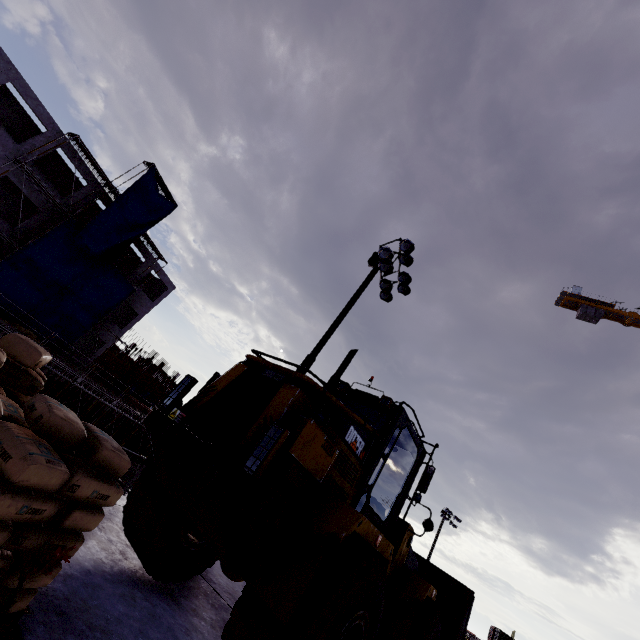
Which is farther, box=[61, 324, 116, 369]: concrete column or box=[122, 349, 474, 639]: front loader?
box=[61, 324, 116, 369]: concrete column

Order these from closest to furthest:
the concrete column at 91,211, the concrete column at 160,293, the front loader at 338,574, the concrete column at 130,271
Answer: the front loader at 338,574 → the concrete column at 91,211 → the concrete column at 130,271 → the concrete column at 160,293

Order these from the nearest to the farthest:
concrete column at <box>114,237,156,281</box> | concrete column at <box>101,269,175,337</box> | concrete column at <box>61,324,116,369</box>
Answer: concrete column at <box>61,324,116,369</box> < concrete column at <box>114,237,156,281</box> < concrete column at <box>101,269,175,337</box>

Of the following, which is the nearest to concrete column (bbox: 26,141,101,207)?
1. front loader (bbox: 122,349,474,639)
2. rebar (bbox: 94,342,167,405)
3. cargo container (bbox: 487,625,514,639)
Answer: rebar (bbox: 94,342,167,405)

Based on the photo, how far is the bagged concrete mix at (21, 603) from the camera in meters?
2.3

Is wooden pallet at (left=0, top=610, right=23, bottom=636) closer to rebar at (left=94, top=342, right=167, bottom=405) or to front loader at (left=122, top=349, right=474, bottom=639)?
front loader at (left=122, top=349, right=474, bottom=639)

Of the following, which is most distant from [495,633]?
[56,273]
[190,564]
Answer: [56,273]

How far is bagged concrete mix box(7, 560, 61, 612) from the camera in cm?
233
